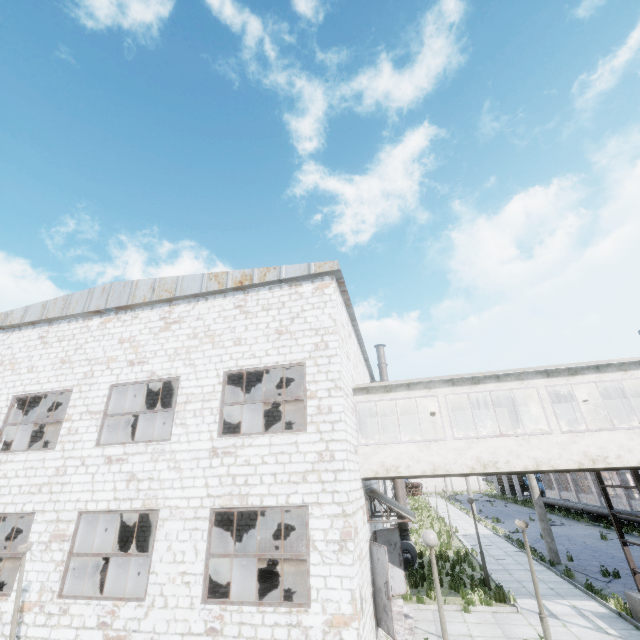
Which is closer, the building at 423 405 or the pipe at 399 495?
the pipe at 399 495

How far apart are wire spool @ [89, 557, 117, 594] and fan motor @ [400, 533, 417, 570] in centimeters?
1330cm

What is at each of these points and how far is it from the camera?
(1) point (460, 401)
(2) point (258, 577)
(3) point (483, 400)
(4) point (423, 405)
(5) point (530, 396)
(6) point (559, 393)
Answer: (1) building, 14.32m
(2) concrete debris, 14.94m
(3) building, 14.12m
(4) building, 14.61m
(5) building, 13.76m
(6) building, 13.55m

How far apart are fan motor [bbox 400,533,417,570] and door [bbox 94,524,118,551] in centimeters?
1570cm

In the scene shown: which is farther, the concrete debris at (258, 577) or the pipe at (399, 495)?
the concrete debris at (258, 577)

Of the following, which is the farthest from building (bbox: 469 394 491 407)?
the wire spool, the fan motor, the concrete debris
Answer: the wire spool

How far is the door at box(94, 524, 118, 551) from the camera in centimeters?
1755cm

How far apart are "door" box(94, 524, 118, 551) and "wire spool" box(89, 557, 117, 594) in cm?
419
